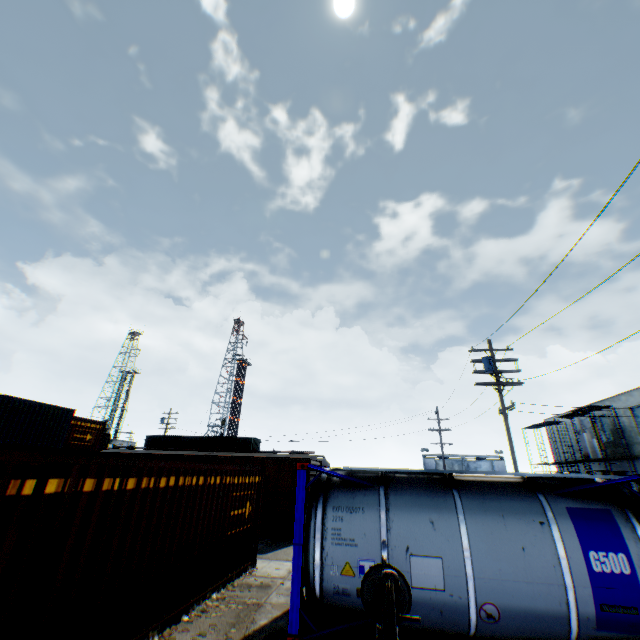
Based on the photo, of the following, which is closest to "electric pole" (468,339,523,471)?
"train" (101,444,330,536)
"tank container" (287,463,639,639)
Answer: "tank container" (287,463,639,639)

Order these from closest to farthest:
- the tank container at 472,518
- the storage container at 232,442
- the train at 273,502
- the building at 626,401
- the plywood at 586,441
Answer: the tank container at 472,518 < the train at 273,502 < the building at 626,401 < the plywood at 586,441 < the storage container at 232,442

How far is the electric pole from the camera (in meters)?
15.65

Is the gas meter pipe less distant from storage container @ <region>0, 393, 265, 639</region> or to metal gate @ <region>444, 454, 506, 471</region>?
storage container @ <region>0, 393, 265, 639</region>

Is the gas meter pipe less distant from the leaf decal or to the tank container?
the tank container

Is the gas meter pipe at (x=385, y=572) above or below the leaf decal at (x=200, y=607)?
above

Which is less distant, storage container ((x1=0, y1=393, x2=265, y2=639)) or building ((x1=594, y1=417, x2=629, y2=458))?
storage container ((x1=0, y1=393, x2=265, y2=639))

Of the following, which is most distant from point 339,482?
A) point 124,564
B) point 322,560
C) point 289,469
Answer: point 289,469
